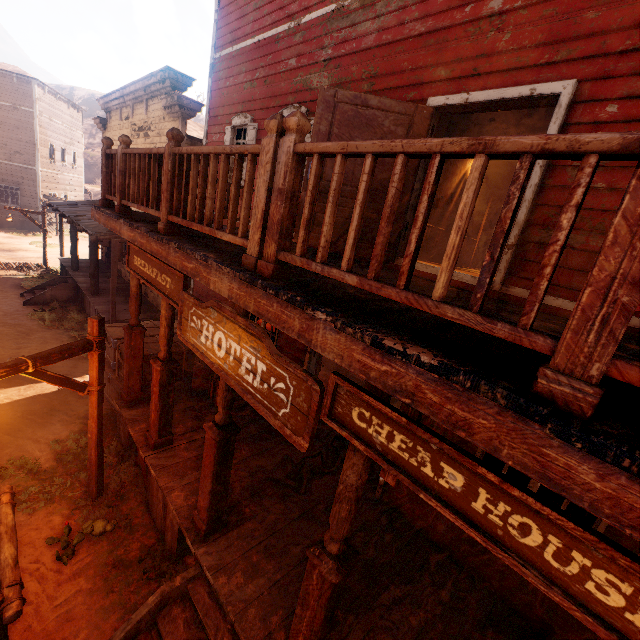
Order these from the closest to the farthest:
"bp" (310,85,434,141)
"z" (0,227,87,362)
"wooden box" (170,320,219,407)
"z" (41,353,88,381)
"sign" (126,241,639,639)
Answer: "sign" (126,241,639,639) → "bp" (310,85,434,141) → "wooden box" (170,320,219,407) → "z" (41,353,88,381) → "z" (0,227,87,362)

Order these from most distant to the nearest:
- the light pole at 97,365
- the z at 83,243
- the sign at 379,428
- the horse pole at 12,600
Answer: the z at 83,243 → the light pole at 97,365 → the horse pole at 12,600 → the sign at 379,428

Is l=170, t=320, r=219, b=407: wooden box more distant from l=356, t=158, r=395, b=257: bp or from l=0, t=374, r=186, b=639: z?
l=356, t=158, r=395, b=257: bp

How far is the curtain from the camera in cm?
377

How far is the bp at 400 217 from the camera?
4.71m

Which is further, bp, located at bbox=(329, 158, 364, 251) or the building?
bp, located at bbox=(329, 158, 364, 251)

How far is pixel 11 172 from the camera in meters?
24.7

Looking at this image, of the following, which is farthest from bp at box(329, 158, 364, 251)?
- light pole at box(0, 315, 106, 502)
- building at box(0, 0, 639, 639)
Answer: light pole at box(0, 315, 106, 502)
